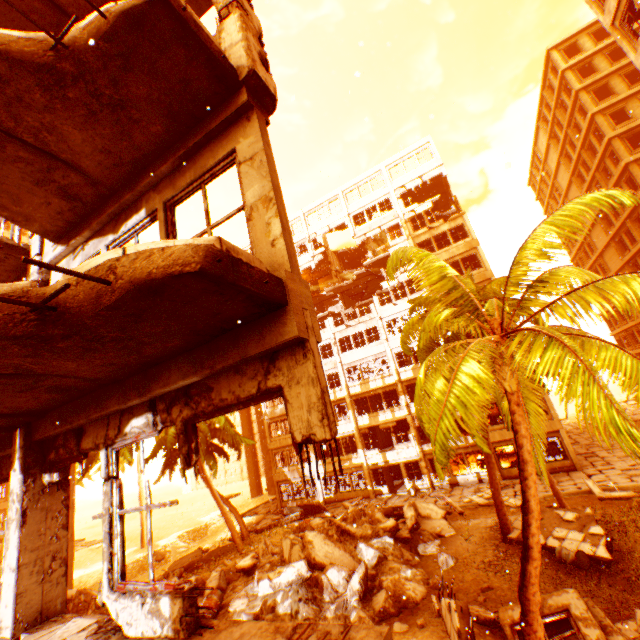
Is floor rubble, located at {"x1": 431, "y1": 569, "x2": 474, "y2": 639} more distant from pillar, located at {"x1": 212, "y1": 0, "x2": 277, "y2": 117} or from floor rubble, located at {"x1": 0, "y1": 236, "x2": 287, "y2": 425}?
floor rubble, located at {"x1": 0, "y1": 236, "x2": 287, "y2": 425}

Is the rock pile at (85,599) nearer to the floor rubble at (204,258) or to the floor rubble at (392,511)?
the floor rubble at (392,511)

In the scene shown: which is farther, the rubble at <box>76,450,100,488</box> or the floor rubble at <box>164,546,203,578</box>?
the floor rubble at <box>164,546,203,578</box>

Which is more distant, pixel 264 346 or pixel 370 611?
pixel 370 611

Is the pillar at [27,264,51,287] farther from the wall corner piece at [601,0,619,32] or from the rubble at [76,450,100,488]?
the wall corner piece at [601,0,619,32]

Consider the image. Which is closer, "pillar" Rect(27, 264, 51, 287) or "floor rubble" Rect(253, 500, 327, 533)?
"pillar" Rect(27, 264, 51, 287)

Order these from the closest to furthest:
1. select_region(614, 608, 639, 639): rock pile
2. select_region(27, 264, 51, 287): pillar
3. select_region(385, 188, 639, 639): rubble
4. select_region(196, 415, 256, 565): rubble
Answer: select_region(385, 188, 639, 639): rubble → select_region(27, 264, 51, 287): pillar → select_region(614, 608, 639, 639): rock pile → select_region(196, 415, 256, 565): rubble

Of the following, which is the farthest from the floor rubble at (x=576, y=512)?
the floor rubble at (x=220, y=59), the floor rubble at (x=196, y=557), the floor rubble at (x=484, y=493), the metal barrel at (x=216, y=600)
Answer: the floor rubble at (x=196, y=557)
